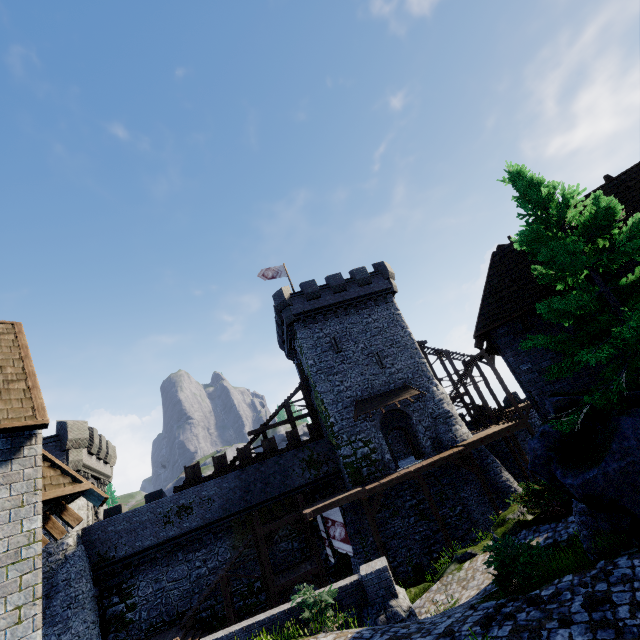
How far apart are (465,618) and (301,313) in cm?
2295

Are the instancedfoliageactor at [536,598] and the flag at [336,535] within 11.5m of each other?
no

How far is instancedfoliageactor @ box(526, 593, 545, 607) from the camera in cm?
627

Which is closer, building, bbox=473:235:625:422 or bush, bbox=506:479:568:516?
building, bbox=473:235:625:422

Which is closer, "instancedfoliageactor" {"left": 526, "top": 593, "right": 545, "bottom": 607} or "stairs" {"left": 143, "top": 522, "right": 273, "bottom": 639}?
"instancedfoliageactor" {"left": 526, "top": 593, "right": 545, "bottom": 607}

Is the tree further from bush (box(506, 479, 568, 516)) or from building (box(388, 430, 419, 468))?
building (box(388, 430, 419, 468))

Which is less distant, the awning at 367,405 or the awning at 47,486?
the awning at 47,486

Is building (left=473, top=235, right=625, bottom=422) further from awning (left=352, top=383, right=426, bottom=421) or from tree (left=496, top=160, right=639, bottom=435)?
awning (left=352, top=383, right=426, bottom=421)
